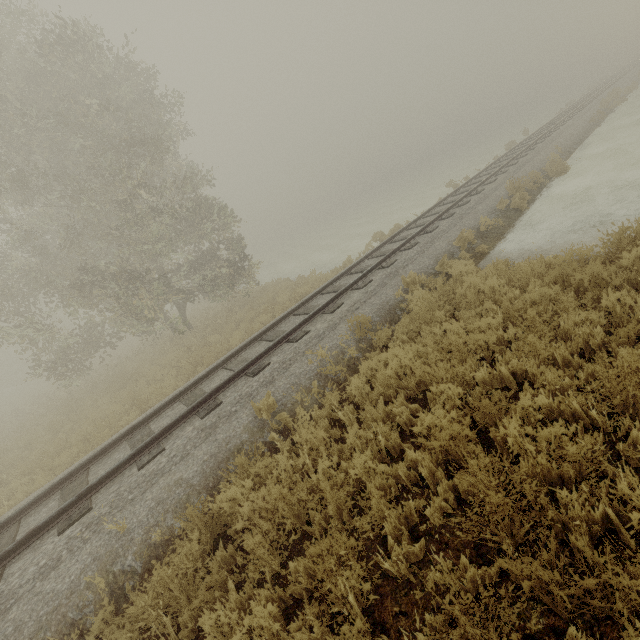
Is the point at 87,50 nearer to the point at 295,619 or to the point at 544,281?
the point at 544,281
